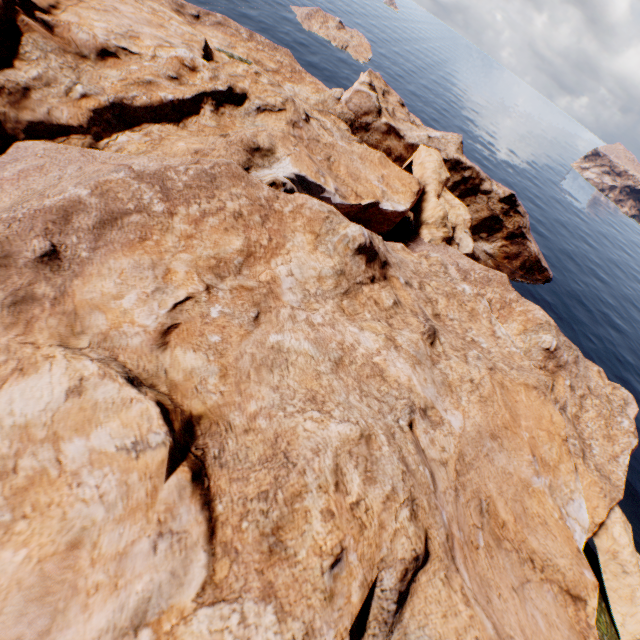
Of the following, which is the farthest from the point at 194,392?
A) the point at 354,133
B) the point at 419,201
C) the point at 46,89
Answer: the point at 354,133
